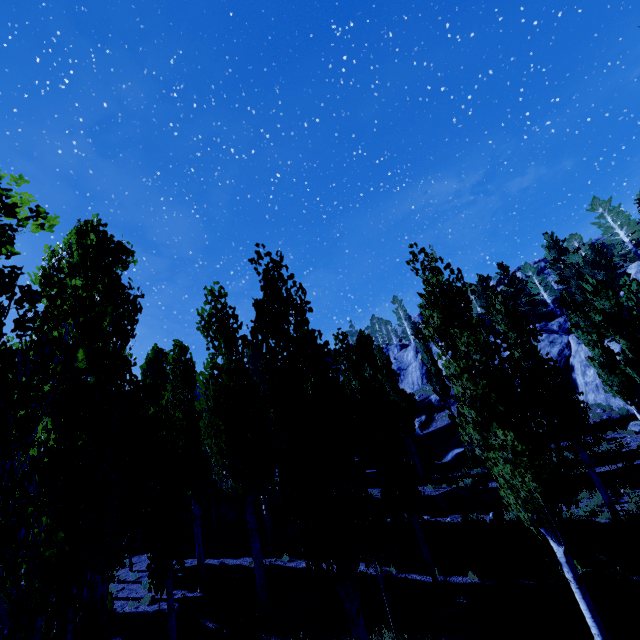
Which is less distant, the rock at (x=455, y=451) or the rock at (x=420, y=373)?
the rock at (x=455, y=451)

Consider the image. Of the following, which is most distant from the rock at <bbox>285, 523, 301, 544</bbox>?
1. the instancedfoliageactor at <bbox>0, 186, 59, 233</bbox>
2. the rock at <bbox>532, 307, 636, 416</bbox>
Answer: the rock at <bbox>532, 307, 636, 416</bbox>

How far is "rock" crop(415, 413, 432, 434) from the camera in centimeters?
3403cm

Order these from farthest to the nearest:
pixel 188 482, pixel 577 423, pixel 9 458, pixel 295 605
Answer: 1. pixel 188 482
2. pixel 577 423
3. pixel 295 605
4. pixel 9 458

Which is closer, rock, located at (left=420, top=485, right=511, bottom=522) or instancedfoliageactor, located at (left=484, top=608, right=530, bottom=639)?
instancedfoliageactor, located at (left=484, top=608, right=530, bottom=639)

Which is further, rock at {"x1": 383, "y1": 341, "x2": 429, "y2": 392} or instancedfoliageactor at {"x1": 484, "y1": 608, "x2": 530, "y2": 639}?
rock at {"x1": 383, "y1": 341, "x2": 429, "y2": 392}

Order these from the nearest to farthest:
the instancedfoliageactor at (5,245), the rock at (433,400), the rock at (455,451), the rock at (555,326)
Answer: the instancedfoliageactor at (5,245)
the rock at (455,451)
the rock at (555,326)
the rock at (433,400)
